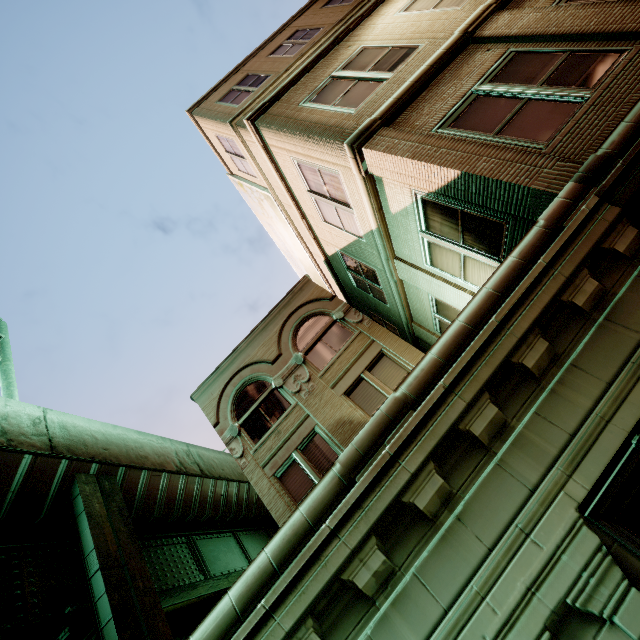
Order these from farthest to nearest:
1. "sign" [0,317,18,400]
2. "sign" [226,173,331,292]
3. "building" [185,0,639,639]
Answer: "sign" [226,173,331,292], "sign" [0,317,18,400], "building" [185,0,639,639]

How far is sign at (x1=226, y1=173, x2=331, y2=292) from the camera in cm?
1413

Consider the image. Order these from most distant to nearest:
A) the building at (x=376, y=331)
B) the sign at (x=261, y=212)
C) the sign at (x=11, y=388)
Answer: the sign at (x=261, y=212)
the sign at (x=11, y=388)
the building at (x=376, y=331)

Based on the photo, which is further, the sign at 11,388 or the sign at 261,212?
the sign at 261,212

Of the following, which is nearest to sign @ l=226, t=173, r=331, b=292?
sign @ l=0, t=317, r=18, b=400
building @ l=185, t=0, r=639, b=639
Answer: building @ l=185, t=0, r=639, b=639

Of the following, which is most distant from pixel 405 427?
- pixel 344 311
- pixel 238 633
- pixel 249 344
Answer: pixel 249 344

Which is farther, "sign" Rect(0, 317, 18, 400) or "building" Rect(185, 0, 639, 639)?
"sign" Rect(0, 317, 18, 400)
